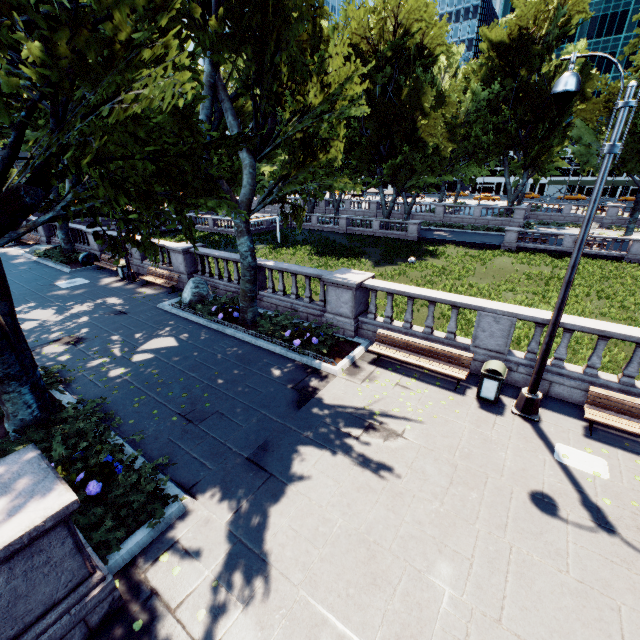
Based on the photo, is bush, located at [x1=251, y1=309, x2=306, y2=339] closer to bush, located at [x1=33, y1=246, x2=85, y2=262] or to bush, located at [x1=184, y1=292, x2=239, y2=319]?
bush, located at [x1=184, y1=292, x2=239, y2=319]

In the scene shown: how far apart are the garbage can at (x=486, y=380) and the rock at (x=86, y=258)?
24.3 meters

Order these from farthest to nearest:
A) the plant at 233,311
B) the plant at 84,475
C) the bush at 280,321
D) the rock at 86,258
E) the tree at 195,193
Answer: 1. the rock at 86,258
2. the plant at 233,311
3. the bush at 280,321
4. the plant at 84,475
5. the tree at 195,193

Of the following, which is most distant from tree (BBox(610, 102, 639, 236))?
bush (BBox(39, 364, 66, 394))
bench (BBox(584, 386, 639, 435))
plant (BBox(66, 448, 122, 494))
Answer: bench (BBox(584, 386, 639, 435))

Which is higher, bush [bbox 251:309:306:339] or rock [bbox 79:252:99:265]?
rock [bbox 79:252:99:265]

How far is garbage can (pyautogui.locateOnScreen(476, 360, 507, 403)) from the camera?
8.2m

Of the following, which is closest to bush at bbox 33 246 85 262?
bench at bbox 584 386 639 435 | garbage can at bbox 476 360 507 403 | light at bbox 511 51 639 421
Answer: garbage can at bbox 476 360 507 403

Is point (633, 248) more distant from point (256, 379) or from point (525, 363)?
point (256, 379)
